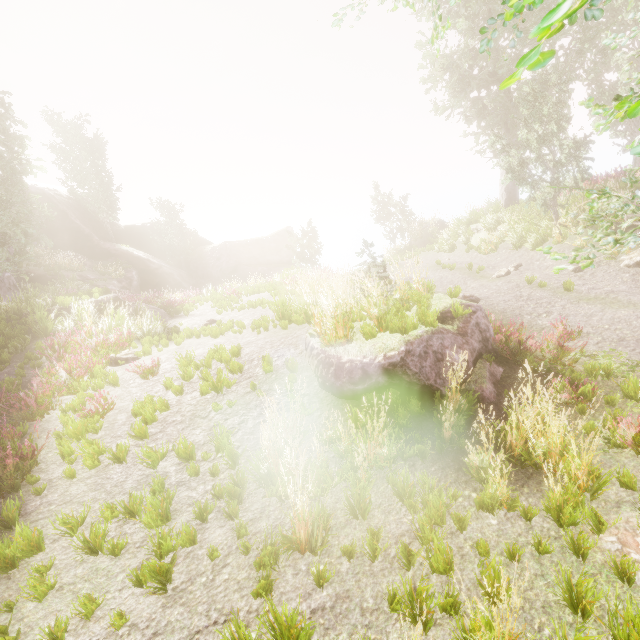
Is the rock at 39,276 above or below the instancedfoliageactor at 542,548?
above

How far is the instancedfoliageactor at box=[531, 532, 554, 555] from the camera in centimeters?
308cm

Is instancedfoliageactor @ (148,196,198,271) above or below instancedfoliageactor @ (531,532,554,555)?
above

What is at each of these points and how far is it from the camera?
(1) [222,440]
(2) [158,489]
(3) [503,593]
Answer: (1) instancedfoliageactor, 4.8m
(2) instancedfoliageactor, 4.3m
(3) instancedfoliageactor, 2.4m

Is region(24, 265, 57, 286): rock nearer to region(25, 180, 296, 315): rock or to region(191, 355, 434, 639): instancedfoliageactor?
region(191, 355, 434, 639): instancedfoliageactor

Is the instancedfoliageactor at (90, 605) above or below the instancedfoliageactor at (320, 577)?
above

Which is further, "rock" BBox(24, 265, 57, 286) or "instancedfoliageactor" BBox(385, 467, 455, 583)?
"rock" BBox(24, 265, 57, 286)
